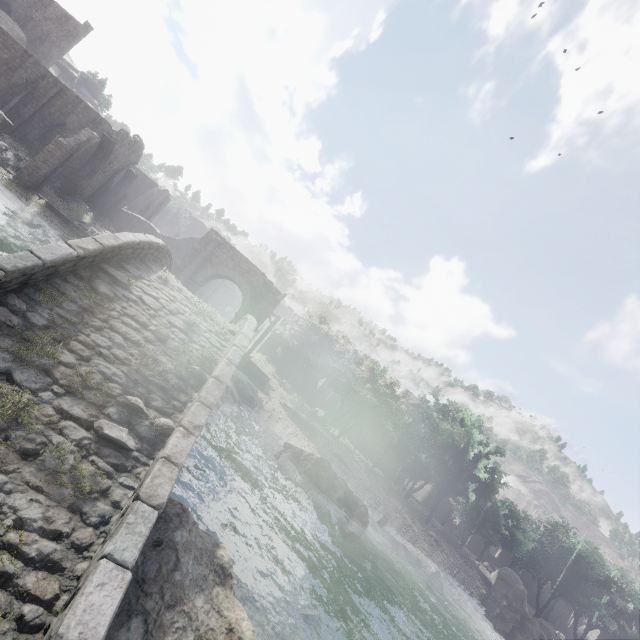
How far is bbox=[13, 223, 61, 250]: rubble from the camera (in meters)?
16.05

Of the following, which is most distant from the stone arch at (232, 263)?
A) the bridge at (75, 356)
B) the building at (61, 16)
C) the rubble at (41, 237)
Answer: the rubble at (41, 237)

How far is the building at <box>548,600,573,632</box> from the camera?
51.31m

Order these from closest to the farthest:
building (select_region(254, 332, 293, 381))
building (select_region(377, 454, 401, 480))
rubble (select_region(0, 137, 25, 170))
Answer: rubble (select_region(0, 137, 25, 170))
building (select_region(254, 332, 293, 381))
building (select_region(377, 454, 401, 480))

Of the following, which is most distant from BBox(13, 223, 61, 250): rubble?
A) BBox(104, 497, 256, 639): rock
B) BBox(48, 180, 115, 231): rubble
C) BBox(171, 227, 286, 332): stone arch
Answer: BBox(104, 497, 256, 639): rock

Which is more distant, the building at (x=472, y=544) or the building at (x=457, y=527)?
the building at (x=472, y=544)

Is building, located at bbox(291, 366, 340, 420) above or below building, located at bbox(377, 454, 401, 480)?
above

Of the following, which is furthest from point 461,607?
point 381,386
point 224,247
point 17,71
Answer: point 17,71
